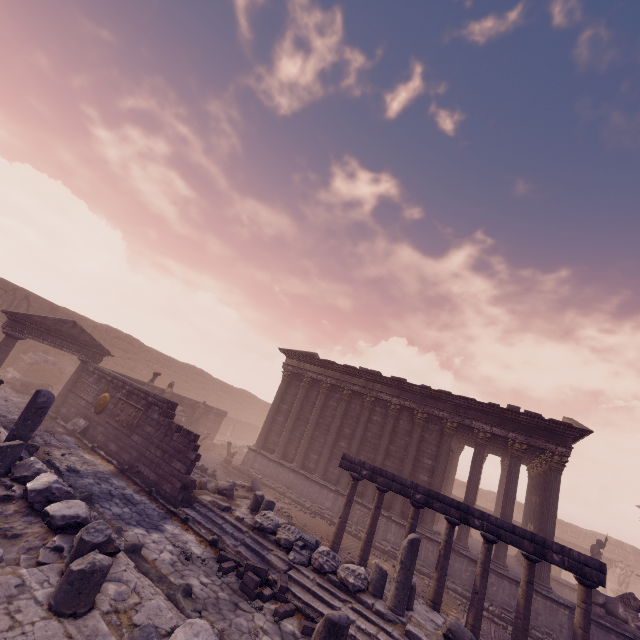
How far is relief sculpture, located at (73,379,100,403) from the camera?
14.6m

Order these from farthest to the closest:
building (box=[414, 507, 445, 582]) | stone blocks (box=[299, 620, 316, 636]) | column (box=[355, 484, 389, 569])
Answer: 1. building (box=[414, 507, 445, 582])
2. column (box=[355, 484, 389, 569])
3. stone blocks (box=[299, 620, 316, 636])

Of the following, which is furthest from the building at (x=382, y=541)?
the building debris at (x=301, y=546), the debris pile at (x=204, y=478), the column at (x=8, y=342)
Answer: the column at (x=8, y=342)

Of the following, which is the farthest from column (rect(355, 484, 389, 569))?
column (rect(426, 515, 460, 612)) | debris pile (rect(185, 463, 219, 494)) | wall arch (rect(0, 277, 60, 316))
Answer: wall arch (rect(0, 277, 60, 316))

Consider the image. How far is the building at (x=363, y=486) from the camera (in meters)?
14.81

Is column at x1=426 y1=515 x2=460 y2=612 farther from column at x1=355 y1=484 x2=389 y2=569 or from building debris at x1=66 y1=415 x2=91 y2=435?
building debris at x1=66 y1=415 x2=91 y2=435

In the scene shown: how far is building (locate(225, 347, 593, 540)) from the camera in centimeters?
1386cm

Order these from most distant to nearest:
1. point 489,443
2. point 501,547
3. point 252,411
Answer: point 252,411 < point 489,443 < point 501,547
